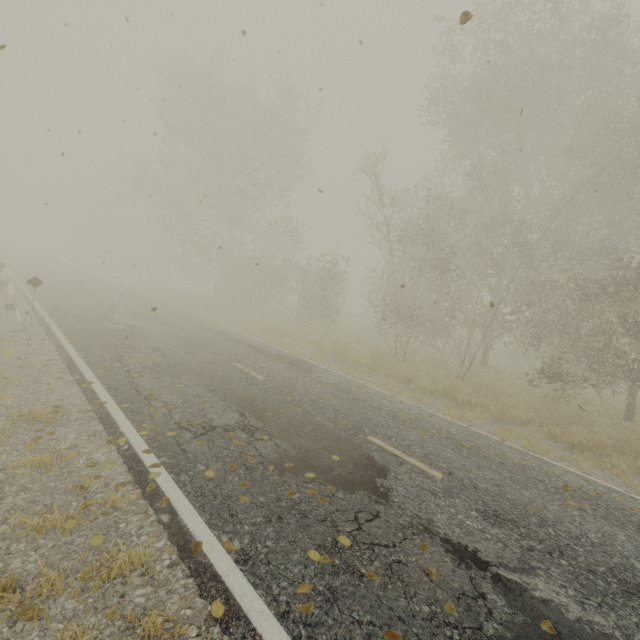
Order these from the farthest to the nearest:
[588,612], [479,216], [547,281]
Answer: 1. [479,216]
2. [547,281]
3. [588,612]

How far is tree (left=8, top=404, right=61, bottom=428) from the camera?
5.0m

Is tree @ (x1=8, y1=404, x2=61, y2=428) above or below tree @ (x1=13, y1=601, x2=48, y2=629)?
above

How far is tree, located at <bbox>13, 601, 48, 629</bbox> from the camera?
2.5m

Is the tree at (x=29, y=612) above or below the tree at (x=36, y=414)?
below

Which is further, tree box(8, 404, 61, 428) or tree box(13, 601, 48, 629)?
tree box(8, 404, 61, 428)

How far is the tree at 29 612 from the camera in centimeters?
247cm
